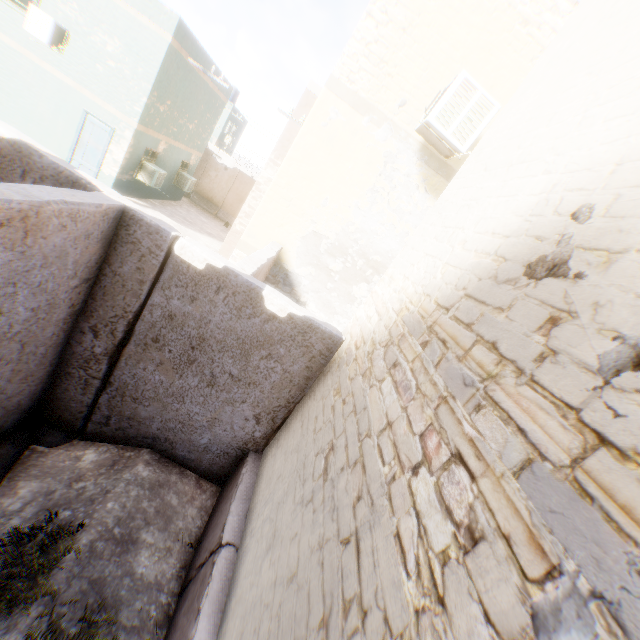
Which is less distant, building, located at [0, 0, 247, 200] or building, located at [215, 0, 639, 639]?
building, located at [215, 0, 639, 639]

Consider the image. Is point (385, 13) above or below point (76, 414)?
above

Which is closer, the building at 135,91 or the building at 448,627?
the building at 448,627
